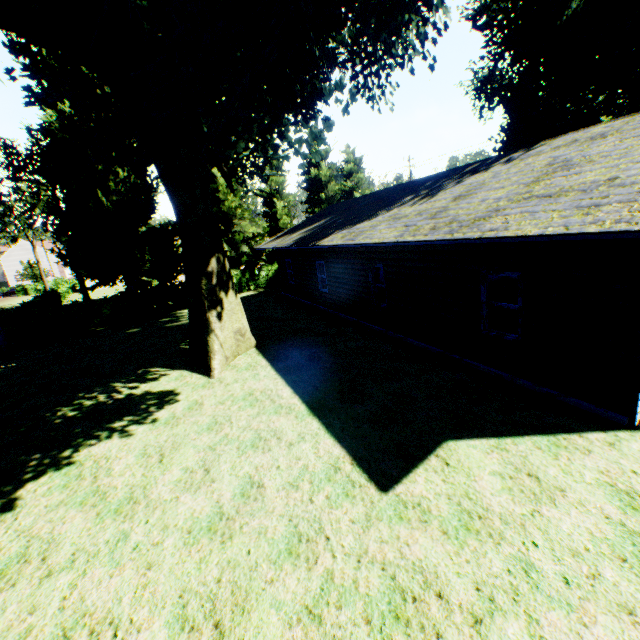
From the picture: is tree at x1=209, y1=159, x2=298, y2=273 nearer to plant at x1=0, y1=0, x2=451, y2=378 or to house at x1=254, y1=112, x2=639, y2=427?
plant at x1=0, y1=0, x2=451, y2=378

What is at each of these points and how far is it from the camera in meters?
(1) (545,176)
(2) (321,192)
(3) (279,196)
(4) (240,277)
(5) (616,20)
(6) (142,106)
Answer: (1) house, 7.3 m
(2) tree, 32.2 m
(3) tree, 29.9 m
(4) hedge, 26.6 m
(5) plant, 15.0 m
(6) plant, 5.9 m

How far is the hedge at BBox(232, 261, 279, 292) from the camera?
26.7 meters

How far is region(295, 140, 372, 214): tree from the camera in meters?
31.2

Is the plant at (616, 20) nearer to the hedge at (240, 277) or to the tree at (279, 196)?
the tree at (279, 196)

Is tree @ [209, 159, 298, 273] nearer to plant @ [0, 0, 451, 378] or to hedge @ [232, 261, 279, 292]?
hedge @ [232, 261, 279, 292]

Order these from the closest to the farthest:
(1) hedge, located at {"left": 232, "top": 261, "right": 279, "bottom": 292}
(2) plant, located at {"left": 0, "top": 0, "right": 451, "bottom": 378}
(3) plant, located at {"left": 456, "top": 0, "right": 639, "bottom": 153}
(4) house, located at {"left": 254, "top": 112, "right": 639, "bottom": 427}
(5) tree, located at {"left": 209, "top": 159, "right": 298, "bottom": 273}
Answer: (4) house, located at {"left": 254, "top": 112, "right": 639, "bottom": 427} → (2) plant, located at {"left": 0, "top": 0, "right": 451, "bottom": 378} → (3) plant, located at {"left": 456, "top": 0, "right": 639, "bottom": 153} → (5) tree, located at {"left": 209, "top": 159, "right": 298, "bottom": 273} → (1) hedge, located at {"left": 232, "top": 261, "right": 279, "bottom": 292}

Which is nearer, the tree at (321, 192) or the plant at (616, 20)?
the plant at (616, 20)
